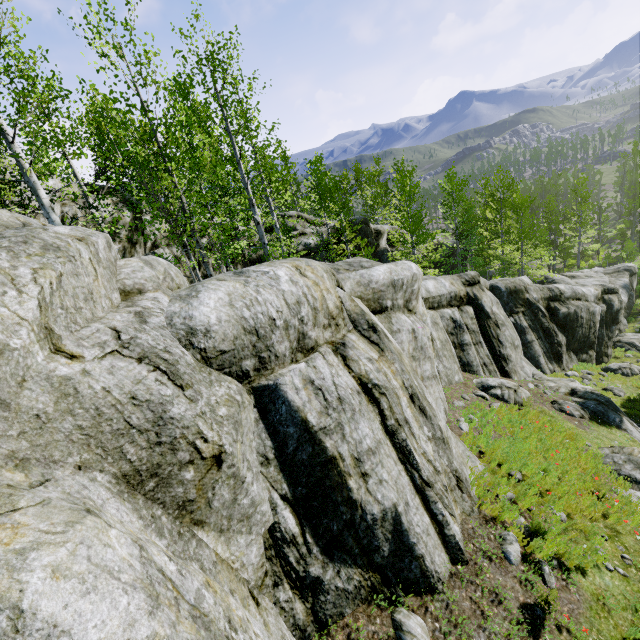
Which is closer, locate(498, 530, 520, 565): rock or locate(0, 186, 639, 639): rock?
locate(0, 186, 639, 639): rock

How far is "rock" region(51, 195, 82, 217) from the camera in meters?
11.8 m

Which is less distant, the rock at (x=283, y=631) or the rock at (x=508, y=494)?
the rock at (x=283, y=631)

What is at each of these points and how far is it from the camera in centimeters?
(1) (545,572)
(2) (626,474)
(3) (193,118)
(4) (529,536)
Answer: (1) rock, 529cm
(2) rock, 823cm
(3) instancedfoliageactor, 1570cm
(4) rock, 574cm

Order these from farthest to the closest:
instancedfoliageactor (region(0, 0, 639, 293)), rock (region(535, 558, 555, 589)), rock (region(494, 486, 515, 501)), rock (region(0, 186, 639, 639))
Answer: instancedfoliageactor (region(0, 0, 639, 293)) < rock (region(494, 486, 515, 501)) < rock (region(535, 558, 555, 589)) < rock (region(0, 186, 639, 639))
